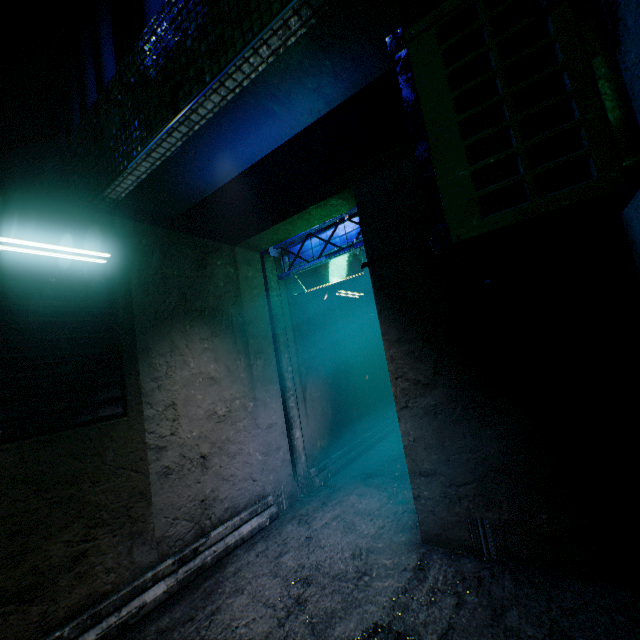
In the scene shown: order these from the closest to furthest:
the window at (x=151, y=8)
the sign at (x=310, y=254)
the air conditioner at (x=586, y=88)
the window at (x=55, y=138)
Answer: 1. the air conditioner at (x=586, y=88)
2. the window at (x=151, y=8)
3. the window at (x=55, y=138)
4. the sign at (x=310, y=254)

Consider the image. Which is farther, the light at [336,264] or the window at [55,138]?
the light at [336,264]

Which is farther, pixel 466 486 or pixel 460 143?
pixel 466 486

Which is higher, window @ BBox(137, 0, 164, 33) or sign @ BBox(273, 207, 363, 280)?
window @ BBox(137, 0, 164, 33)

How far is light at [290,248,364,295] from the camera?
3.6m

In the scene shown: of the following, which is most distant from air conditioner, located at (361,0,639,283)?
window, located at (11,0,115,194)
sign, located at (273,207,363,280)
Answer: window, located at (11,0,115,194)

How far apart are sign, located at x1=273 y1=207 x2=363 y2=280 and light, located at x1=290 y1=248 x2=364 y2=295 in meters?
0.0 m

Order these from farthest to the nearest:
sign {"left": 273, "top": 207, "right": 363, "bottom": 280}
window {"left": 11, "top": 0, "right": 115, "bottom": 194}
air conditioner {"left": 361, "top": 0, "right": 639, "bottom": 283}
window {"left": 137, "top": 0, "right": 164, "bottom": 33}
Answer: sign {"left": 273, "top": 207, "right": 363, "bottom": 280}, window {"left": 11, "top": 0, "right": 115, "bottom": 194}, window {"left": 137, "top": 0, "right": 164, "bottom": 33}, air conditioner {"left": 361, "top": 0, "right": 639, "bottom": 283}
